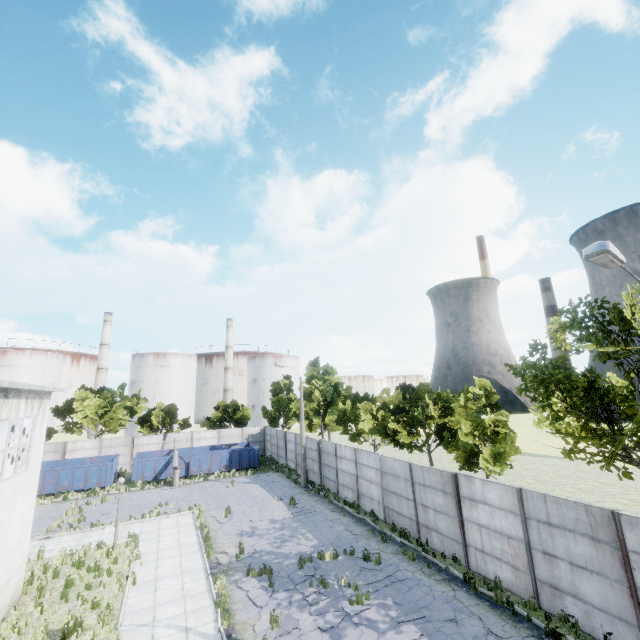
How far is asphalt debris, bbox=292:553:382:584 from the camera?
13.4m

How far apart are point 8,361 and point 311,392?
57.52m

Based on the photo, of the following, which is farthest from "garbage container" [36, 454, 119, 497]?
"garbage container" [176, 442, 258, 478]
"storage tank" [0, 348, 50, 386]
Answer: "storage tank" [0, 348, 50, 386]

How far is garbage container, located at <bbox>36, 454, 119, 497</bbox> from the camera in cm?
2686

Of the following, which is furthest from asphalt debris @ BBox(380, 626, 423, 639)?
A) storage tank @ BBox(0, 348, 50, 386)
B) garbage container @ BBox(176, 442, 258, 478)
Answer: storage tank @ BBox(0, 348, 50, 386)

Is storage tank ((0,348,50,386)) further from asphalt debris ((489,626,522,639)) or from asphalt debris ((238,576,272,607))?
asphalt debris ((489,626,522,639))

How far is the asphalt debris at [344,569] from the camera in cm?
1335
